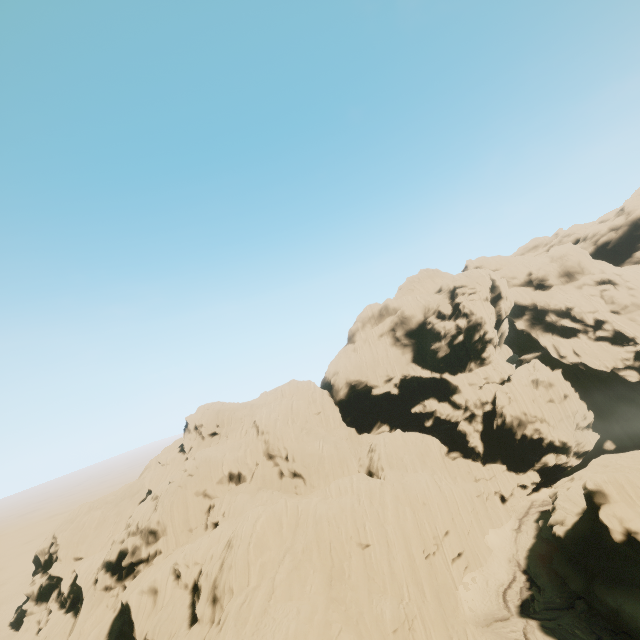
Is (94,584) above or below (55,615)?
above
